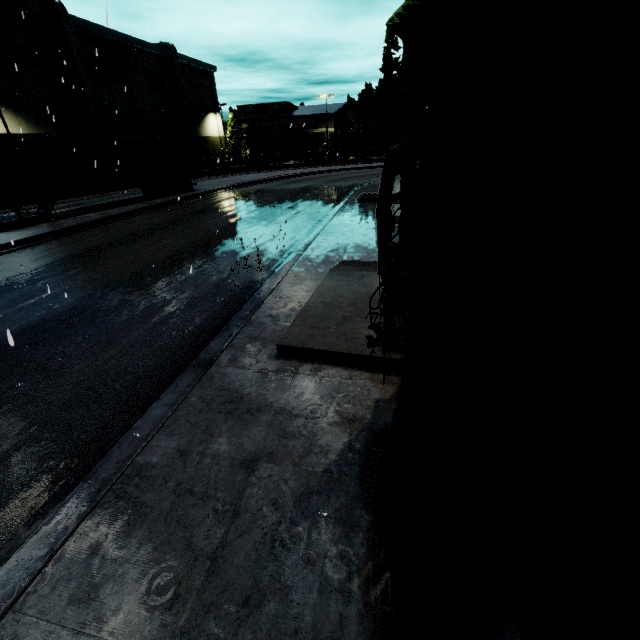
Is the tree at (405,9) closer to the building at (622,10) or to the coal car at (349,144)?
the building at (622,10)

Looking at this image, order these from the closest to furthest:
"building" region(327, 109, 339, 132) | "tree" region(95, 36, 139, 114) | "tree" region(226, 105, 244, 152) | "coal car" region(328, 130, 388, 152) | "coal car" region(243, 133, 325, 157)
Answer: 1. "tree" region(95, 36, 139, 114)
2. "coal car" region(243, 133, 325, 157)
3. "coal car" region(328, 130, 388, 152)
4. "building" region(327, 109, 339, 132)
5. "tree" region(226, 105, 244, 152)

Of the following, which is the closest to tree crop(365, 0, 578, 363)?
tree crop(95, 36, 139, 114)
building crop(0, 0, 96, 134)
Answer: building crop(0, 0, 96, 134)

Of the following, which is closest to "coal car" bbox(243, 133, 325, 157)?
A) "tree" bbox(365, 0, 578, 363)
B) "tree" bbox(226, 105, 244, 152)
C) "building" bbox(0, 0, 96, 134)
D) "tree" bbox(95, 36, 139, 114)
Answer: "tree" bbox(95, 36, 139, 114)

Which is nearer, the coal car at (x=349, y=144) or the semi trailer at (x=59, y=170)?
the semi trailer at (x=59, y=170)

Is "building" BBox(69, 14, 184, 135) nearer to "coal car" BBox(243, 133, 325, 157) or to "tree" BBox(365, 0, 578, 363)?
"tree" BBox(365, 0, 578, 363)

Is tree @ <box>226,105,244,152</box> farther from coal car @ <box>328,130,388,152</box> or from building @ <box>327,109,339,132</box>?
coal car @ <box>328,130,388,152</box>

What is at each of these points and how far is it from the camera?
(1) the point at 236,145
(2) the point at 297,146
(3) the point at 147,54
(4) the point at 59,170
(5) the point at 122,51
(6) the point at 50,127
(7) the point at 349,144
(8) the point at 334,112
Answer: (1) tree, 59.8 meters
(2) coal car, 49.1 meters
(3) building, 43.6 meters
(4) semi trailer, 15.9 meters
(5) tree, 39.4 meters
(6) building, 33.1 meters
(7) coal car, 51.8 meters
(8) building, 57.3 meters
